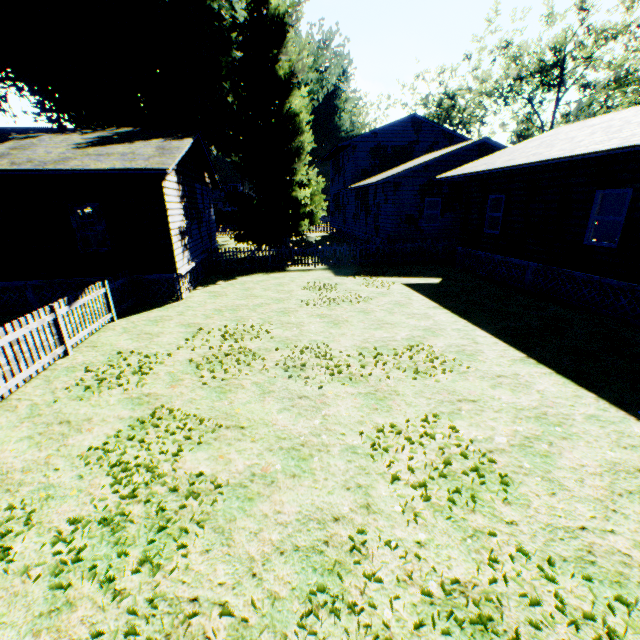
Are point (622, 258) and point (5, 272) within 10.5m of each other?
no

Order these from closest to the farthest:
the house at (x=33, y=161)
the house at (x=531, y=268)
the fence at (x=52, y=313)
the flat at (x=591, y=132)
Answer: the fence at (x=52, y=313) < the flat at (x=591, y=132) < the house at (x=531, y=268) < the house at (x=33, y=161)

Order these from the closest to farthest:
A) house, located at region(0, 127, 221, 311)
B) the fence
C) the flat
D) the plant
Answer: the fence
the flat
house, located at region(0, 127, 221, 311)
the plant

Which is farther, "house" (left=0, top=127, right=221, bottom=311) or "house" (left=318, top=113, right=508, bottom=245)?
"house" (left=318, top=113, right=508, bottom=245)

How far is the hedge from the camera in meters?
52.4 m

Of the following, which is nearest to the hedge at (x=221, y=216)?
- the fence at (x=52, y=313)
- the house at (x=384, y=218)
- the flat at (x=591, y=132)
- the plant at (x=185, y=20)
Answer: the plant at (x=185, y=20)

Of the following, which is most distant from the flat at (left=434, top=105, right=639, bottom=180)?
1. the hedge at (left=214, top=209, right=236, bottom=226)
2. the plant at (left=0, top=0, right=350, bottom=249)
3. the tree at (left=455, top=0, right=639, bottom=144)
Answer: the hedge at (left=214, top=209, right=236, bottom=226)

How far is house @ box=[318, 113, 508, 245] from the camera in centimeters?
1880cm
